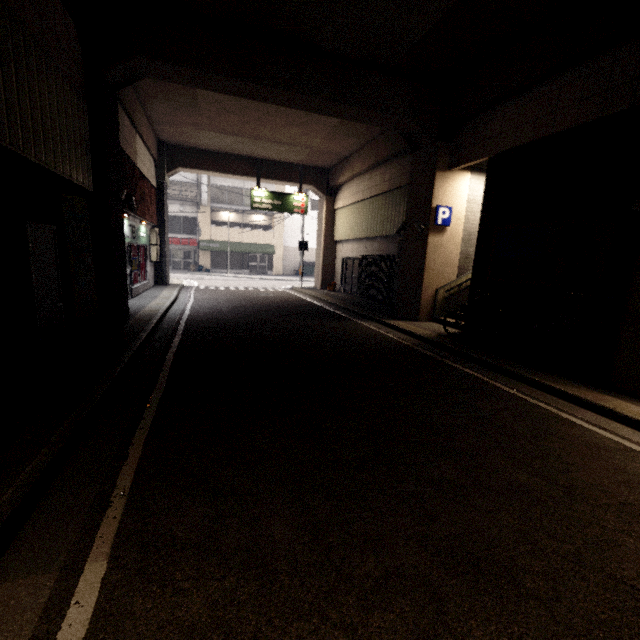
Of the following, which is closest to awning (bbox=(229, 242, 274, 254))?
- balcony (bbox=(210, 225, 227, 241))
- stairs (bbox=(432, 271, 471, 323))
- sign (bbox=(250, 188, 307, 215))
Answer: balcony (bbox=(210, 225, 227, 241))

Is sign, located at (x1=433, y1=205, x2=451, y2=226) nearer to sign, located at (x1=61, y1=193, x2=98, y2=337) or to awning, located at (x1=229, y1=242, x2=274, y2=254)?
sign, located at (x1=61, y1=193, x2=98, y2=337)

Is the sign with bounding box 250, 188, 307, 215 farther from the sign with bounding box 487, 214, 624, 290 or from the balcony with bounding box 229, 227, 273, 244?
the balcony with bounding box 229, 227, 273, 244

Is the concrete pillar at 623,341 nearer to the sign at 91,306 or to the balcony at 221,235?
the sign at 91,306

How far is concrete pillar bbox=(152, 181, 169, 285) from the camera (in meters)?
16.16

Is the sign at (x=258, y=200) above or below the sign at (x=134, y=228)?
above

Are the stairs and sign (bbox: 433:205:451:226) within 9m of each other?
yes

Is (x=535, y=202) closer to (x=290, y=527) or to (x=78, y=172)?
(x=290, y=527)
